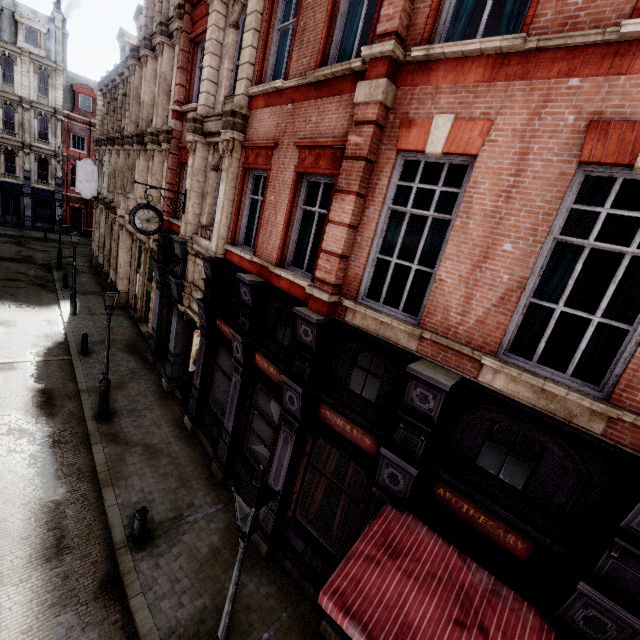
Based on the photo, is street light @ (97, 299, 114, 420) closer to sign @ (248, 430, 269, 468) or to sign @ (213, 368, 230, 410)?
sign @ (213, 368, 230, 410)

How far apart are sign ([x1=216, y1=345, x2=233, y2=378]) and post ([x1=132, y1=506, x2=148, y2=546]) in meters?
3.2

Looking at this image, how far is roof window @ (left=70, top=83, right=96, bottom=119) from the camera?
33.6m

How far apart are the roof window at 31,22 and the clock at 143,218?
36.7 meters

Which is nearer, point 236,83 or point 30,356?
point 236,83

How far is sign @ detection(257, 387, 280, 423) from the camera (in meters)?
7.96

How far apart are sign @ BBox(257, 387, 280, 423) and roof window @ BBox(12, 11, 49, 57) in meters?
43.8

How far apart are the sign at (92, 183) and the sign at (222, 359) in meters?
18.5 m
